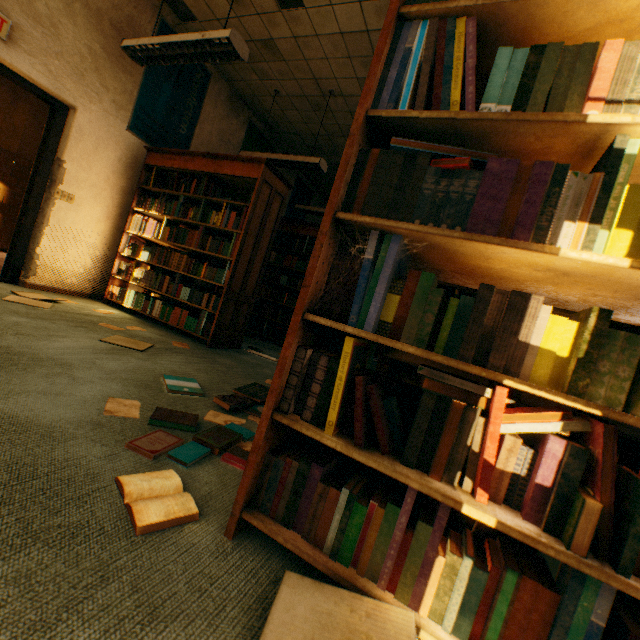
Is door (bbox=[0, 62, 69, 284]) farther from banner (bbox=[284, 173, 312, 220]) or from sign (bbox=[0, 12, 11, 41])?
banner (bbox=[284, 173, 312, 220])

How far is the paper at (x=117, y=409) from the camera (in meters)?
→ 1.53

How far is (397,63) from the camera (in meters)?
0.97

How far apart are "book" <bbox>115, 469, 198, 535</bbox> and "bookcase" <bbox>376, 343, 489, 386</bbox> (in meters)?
0.01

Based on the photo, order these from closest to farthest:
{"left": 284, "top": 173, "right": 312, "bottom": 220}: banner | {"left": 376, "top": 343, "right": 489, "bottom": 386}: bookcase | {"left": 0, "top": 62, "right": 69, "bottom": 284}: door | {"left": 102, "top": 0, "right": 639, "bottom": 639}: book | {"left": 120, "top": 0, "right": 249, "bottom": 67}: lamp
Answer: {"left": 102, "top": 0, "right": 639, "bottom": 639}: book
{"left": 376, "top": 343, "right": 489, "bottom": 386}: bookcase
{"left": 120, "top": 0, "right": 249, "bottom": 67}: lamp
{"left": 0, "top": 62, "right": 69, "bottom": 284}: door
{"left": 284, "top": 173, "right": 312, "bottom": 220}: banner

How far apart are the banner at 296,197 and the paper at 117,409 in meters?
6.7 m

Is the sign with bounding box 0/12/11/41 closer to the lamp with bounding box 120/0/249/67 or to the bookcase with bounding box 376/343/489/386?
the lamp with bounding box 120/0/249/67

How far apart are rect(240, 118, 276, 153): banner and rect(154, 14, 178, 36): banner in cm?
98
